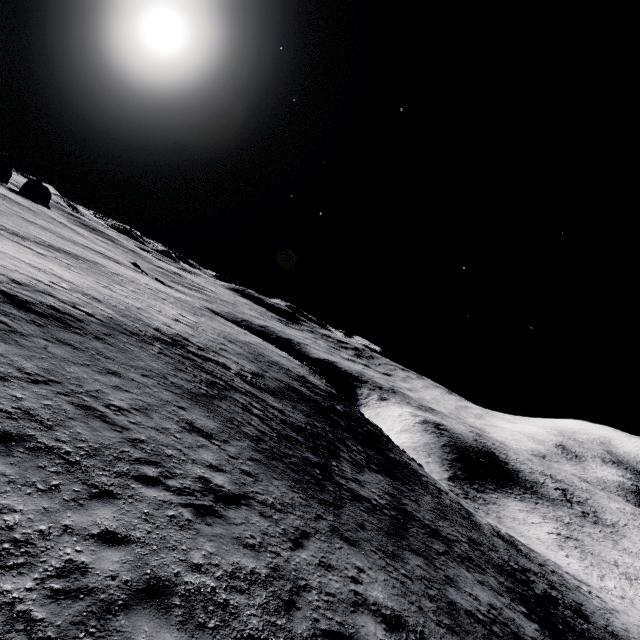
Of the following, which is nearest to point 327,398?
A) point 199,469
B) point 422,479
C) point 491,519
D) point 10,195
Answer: point 422,479
